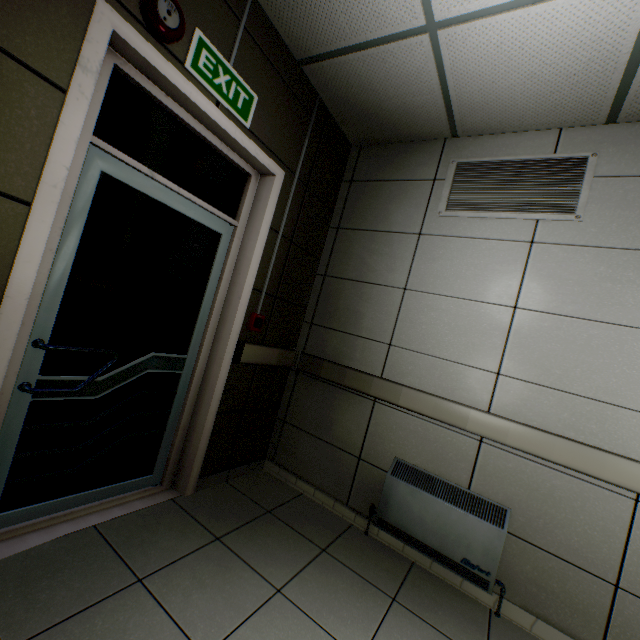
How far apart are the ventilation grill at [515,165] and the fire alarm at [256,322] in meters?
1.7 m

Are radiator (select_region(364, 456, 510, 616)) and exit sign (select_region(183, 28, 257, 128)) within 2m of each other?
no

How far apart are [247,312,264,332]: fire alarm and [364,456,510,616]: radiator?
1.5 meters

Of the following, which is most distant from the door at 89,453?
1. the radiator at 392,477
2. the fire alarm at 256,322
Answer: the radiator at 392,477

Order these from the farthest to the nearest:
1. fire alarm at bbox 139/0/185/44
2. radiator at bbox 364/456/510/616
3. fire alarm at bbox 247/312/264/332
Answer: fire alarm at bbox 247/312/264/332
radiator at bbox 364/456/510/616
fire alarm at bbox 139/0/185/44

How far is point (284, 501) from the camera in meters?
2.6 m

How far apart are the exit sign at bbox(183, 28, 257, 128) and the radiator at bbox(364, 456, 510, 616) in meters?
2.6 m

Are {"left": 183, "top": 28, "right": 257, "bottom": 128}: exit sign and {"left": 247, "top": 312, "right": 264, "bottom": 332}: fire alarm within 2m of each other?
yes
